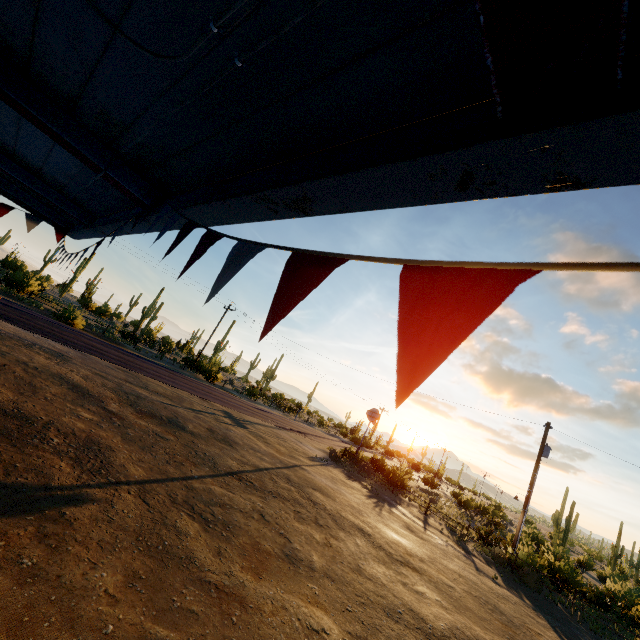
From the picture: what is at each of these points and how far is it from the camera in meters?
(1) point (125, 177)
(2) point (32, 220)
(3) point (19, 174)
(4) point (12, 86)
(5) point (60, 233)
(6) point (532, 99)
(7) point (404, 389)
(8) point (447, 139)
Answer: (1) beam, 3.2 m
(2) flag, 7.0 m
(3) beam, 5.2 m
(4) beam, 2.6 m
(5) flag, 7.4 m
(6) beam, 1.0 m
(7) flag, 0.7 m
(8) roof trim, 1.1 m

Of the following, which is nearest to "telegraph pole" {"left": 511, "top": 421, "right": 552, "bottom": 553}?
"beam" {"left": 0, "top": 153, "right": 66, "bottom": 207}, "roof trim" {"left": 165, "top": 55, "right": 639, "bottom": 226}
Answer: "roof trim" {"left": 165, "top": 55, "right": 639, "bottom": 226}

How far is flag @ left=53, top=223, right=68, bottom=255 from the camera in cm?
607

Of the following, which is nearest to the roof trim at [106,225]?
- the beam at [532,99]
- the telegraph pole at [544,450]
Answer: the beam at [532,99]

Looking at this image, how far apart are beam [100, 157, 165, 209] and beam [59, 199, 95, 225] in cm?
326

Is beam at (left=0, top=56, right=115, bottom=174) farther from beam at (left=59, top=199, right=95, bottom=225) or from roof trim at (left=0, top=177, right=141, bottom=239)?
beam at (left=59, top=199, right=95, bottom=225)

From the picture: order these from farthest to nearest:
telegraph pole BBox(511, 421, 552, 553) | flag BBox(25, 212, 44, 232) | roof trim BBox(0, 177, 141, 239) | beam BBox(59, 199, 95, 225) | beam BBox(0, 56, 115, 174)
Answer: telegraph pole BBox(511, 421, 552, 553) → flag BBox(25, 212, 44, 232) → beam BBox(59, 199, 95, 225) → roof trim BBox(0, 177, 141, 239) → beam BBox(0, 56, 115, 174)

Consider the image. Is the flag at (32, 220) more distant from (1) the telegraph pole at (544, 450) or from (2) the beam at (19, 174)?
(1) the telegraph pole at (544, 450)
